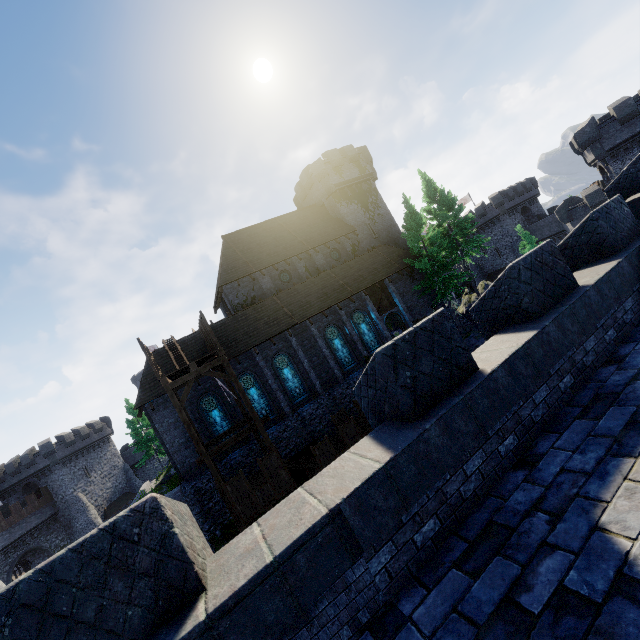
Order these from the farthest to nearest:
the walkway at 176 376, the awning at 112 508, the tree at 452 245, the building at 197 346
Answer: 1. the awning at 112 508
2. the tree at 452 245
3. the building at 197 346
4. the walkway at 176 376

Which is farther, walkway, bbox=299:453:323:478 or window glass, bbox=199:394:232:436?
window glass, bbox=199:394:232:436

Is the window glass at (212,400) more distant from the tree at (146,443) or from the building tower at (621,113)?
the building tower at (621,113)

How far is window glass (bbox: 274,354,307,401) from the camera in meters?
24.8 m

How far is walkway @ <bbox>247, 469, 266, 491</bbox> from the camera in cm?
1914

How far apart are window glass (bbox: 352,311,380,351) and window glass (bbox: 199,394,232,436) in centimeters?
1251cm

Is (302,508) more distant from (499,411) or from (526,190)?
(526,190)

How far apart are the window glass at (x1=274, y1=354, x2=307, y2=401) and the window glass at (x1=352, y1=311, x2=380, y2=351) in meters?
6.5
